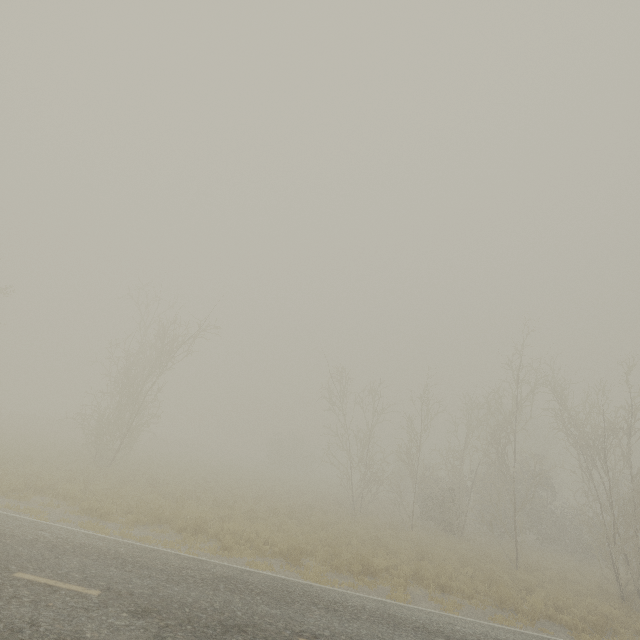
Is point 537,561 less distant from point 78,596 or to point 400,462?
point 78,596

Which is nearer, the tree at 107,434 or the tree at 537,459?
the tree at 537,459

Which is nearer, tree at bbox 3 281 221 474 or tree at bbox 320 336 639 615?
tree at bbox 320 336 639 615
